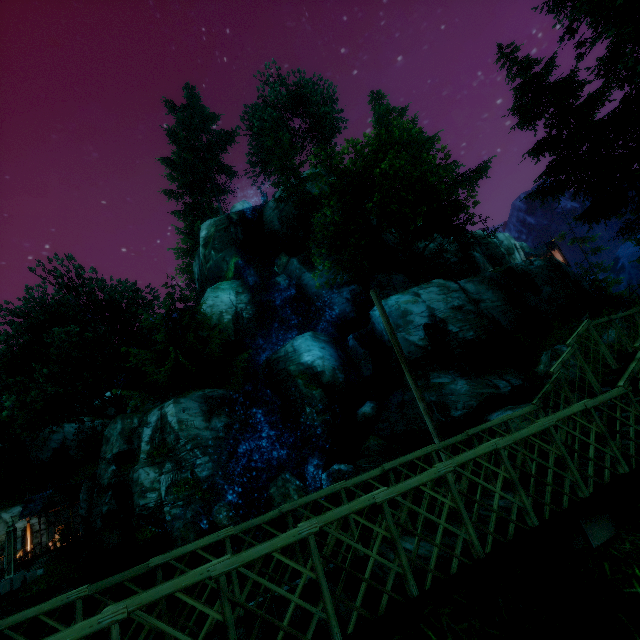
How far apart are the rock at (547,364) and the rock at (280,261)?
21.1m

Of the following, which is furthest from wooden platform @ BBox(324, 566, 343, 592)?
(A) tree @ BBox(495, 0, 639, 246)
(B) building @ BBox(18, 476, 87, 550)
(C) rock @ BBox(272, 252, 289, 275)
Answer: (B) building @ BBox(18, 476, 87, 550)

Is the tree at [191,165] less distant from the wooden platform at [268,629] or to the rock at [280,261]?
the rock at [280,261]

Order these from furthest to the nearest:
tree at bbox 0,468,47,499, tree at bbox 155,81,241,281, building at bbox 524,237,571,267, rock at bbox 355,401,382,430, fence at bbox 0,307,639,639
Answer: building at bbox 524,237,571,267 → tree at bbox 155,81,241,281 → tree at bbox 0,468,47,499 → rock at bbox 355,401,382,430 → fence at bbox 0,307,639,639

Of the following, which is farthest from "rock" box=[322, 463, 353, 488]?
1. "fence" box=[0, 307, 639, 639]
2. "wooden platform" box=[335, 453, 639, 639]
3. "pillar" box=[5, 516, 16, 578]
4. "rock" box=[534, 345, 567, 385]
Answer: "pillar" box=[5, 516, 16, 578]

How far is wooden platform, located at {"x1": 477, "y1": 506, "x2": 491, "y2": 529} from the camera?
4.2m

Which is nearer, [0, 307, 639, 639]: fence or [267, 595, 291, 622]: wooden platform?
[0, 307, 639, 639]: fence

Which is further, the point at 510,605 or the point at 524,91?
the point at 524,91
